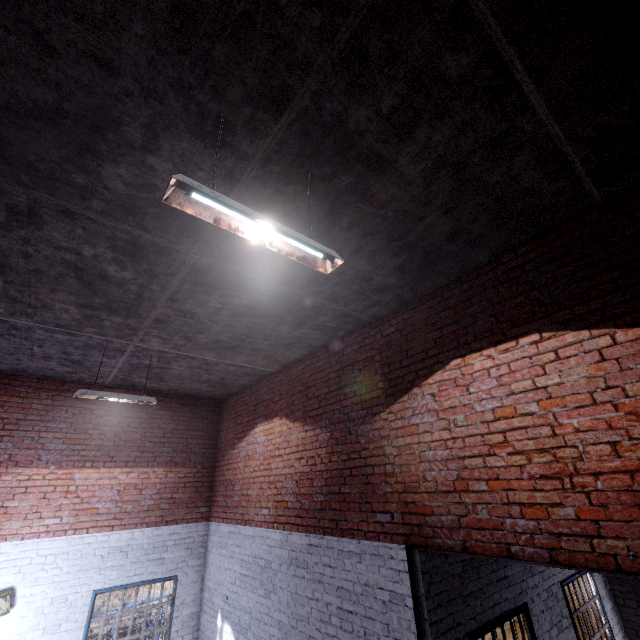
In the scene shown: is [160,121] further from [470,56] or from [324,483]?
[324,483]

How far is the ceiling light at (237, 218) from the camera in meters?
1.8 m

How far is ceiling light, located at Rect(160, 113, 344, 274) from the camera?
1.78m
